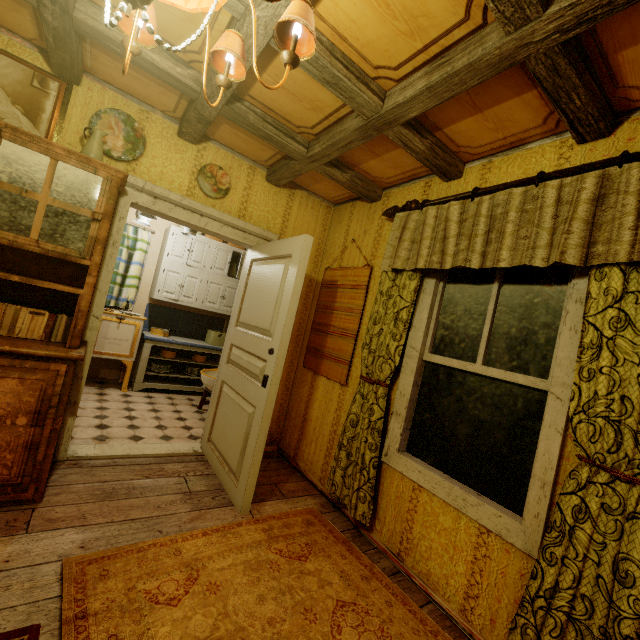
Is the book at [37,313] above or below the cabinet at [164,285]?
below

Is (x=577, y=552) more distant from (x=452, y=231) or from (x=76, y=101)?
(x=76, y=101)

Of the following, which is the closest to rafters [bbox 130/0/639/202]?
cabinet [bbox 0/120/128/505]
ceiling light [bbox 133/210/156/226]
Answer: cabinet [bbox 0/120/128/505]

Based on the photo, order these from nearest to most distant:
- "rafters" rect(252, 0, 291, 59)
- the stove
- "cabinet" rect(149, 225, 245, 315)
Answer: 1. "rafters" rect(252, 0, 291, 59)
2. the stove
3. "cabinet" rect(149, 225, 245, 315)

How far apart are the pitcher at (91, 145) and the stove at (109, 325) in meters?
2.5

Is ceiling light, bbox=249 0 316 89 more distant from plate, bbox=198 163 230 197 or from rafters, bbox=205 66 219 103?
plate, bbox=198 163 230 197

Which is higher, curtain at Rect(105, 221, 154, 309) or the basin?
curtain at Rect(105, 221, 154, 309)

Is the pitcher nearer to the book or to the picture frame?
the picture frame
